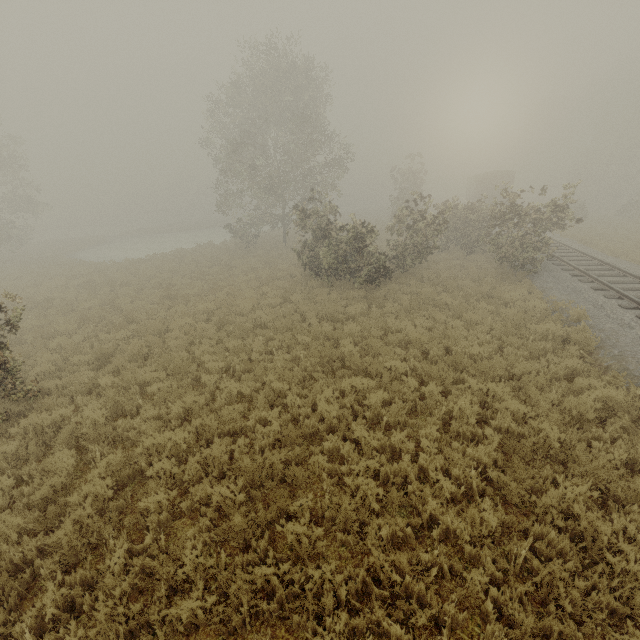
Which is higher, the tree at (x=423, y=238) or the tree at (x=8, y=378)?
the tree at (x=423, y=238)

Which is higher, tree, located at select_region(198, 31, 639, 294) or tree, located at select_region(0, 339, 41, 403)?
tree, located at select_region(198, 31, 639, 294)

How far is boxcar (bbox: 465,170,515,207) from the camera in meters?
35.9

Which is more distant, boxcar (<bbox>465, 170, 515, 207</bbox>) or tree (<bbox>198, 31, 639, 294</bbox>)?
boxcar (<bbox>465, 170, 515, 207</bbox>)

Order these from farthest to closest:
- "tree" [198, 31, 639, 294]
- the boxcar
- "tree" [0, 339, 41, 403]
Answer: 1. the boxcar
2. "tree" [198, 31, 639, 294]
3. "tree" [0, 339, 41, 403]

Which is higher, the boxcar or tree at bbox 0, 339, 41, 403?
the boxcar

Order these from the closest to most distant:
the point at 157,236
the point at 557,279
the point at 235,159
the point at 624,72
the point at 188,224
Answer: the point at 557,279
the point at 235,159
the point at 624,72
the point at 157,236
the point at 188,224

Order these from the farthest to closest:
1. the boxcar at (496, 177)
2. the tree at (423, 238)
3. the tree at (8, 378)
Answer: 1. the boxcar at (496, 177)
2. the tree at (423, 238)
3. the tree at (8, 378)
